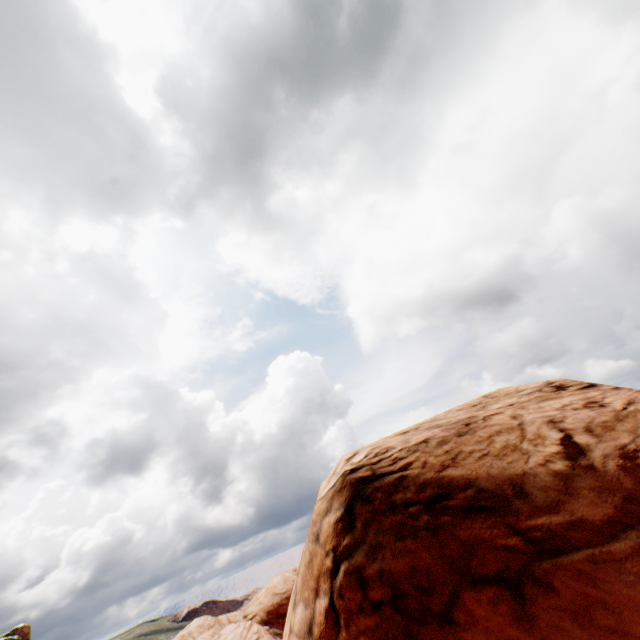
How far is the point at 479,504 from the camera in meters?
4.7
